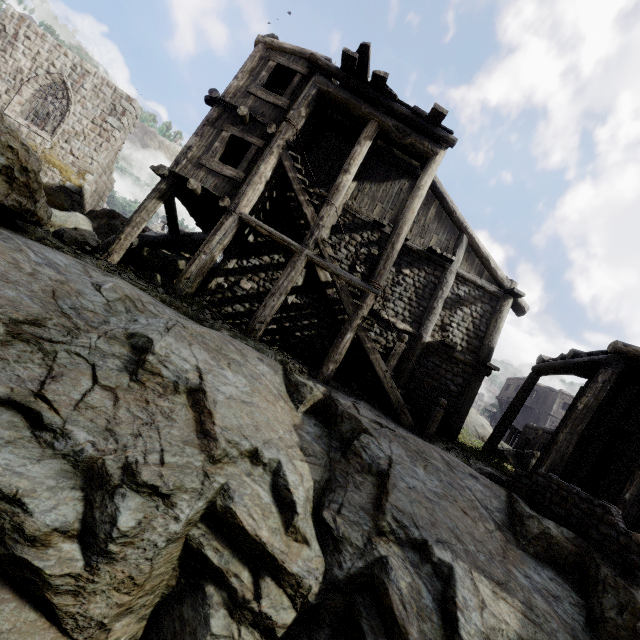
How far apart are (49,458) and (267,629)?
3.6 meters

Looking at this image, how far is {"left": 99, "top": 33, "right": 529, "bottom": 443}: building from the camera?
9.3 meters

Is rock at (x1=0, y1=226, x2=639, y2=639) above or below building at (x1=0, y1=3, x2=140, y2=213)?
below

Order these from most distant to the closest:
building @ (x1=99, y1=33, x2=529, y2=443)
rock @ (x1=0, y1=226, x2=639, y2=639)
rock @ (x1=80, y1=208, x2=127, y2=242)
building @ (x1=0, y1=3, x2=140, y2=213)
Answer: rock @ (x1=80, y1=208, x2=127, y2=242)
building @ (x1=0, y1=3, x2=140, y2=213)
building @ (x1=99, y1=33, x2=529, y2=443)
rock @ (x1=0, y1=226, x2=639, y2=639)

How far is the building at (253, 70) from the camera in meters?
9.3

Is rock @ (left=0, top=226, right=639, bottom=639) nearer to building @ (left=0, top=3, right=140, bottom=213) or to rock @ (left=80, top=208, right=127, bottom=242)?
building @ (left=0, top=3, right=140, bottom=213)

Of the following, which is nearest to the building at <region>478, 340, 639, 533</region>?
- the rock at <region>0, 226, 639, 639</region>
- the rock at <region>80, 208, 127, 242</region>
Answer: the rock at <region>0, 226, 639, 639</region>

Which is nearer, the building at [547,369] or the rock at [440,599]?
the rock at [440,599]
